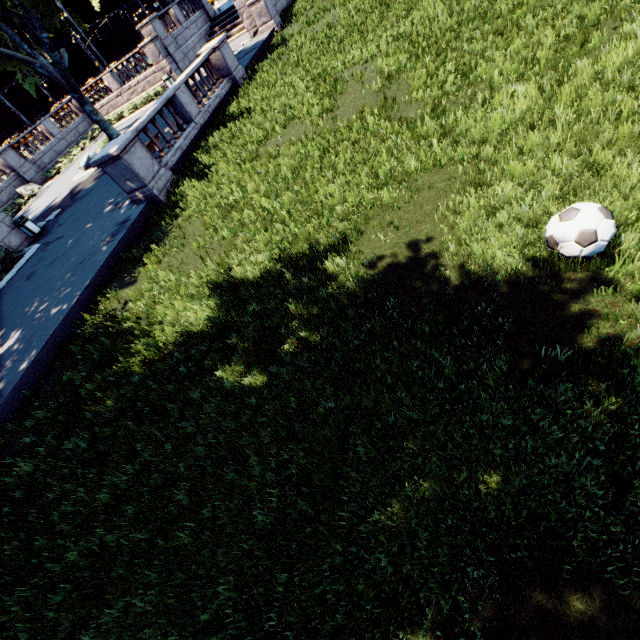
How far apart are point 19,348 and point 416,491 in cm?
1116

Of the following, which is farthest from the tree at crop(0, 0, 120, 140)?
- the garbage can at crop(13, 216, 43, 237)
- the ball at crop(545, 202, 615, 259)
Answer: the ball at crop(545, 202, 615, 259)

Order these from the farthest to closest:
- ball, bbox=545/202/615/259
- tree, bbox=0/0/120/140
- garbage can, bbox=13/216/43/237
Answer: tree, bbox=0/0/120/140 → garbage can, bbox=13/216/43/237 → ball, bbox=545/202/615/259

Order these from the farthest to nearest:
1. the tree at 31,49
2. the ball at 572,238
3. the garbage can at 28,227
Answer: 1. the tree at 31,49
2. the garbage can at 28,227
3. the ball at 572,238

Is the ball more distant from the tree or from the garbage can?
the garbage can

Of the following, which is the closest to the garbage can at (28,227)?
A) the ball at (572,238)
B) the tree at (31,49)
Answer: the tree at (31,49)
